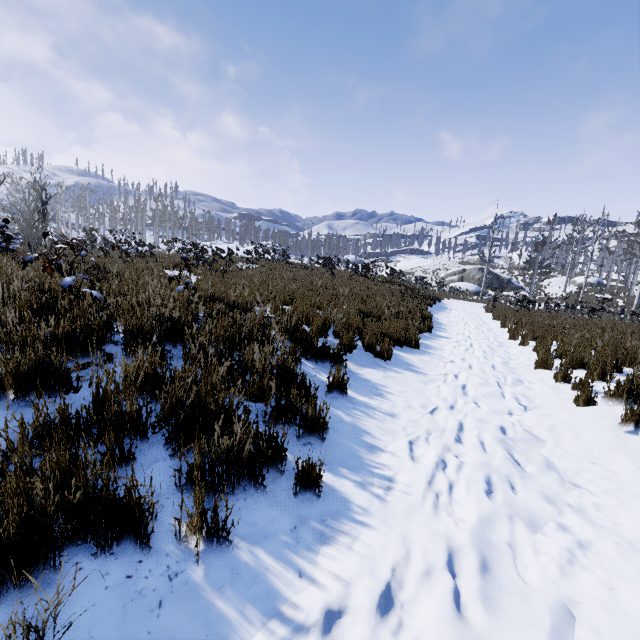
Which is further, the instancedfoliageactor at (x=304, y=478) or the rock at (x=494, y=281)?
the rock at (x=494, y=281)

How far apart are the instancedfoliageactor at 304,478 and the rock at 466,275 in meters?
45.9 m

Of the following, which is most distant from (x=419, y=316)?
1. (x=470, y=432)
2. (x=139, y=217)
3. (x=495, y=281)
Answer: (x=139, y=217)

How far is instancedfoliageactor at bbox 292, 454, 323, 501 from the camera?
2.26m

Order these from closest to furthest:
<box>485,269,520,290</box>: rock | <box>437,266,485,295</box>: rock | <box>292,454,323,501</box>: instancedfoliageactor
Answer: <box>292,454,323,501</box>: instancedfoliageactor → <box>437,266,485,295</box>: rock → <box>485,269,520,290</box>: rock

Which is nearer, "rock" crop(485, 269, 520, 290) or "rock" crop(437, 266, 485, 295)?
"rock" crop(437, 266, 485, 295)

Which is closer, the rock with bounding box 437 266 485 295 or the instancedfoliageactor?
the instancedfoliageactor
